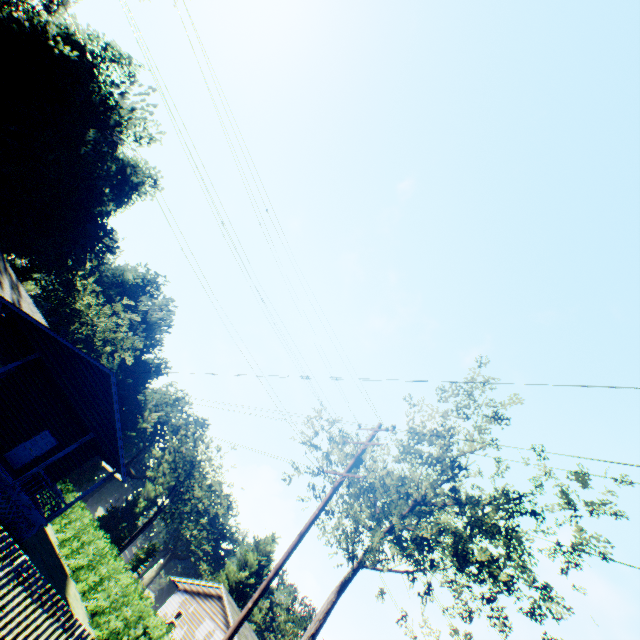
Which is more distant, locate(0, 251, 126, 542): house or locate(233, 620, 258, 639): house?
locate(233, 620, 258, 639): house

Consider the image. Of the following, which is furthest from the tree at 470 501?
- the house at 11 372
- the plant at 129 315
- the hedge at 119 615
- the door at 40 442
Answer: the plant at 129 315

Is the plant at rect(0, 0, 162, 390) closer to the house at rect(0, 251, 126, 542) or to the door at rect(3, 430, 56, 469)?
the house at rect(0, 251, 126, 542)

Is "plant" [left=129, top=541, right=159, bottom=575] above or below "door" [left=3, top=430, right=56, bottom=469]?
above

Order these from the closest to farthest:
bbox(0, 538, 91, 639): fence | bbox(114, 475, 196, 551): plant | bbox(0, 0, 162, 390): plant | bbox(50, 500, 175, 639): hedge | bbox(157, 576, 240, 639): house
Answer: bbox(0, 538, 91, 639): fence, bbox(50, 500, 175, 639): hedge, bbox(157, 576, 240, 639): house, bbox(0, 0, 162, 390): plant, bbox(114, 475, 196, 551): plant

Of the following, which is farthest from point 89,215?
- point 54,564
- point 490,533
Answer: point 490,533

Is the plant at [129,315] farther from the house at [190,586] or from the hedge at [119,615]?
the hedge at [119,615]

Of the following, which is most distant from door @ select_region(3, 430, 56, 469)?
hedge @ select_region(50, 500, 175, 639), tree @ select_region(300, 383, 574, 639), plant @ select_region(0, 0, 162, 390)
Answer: plant @ select_region(0, 0, 162, 390)
